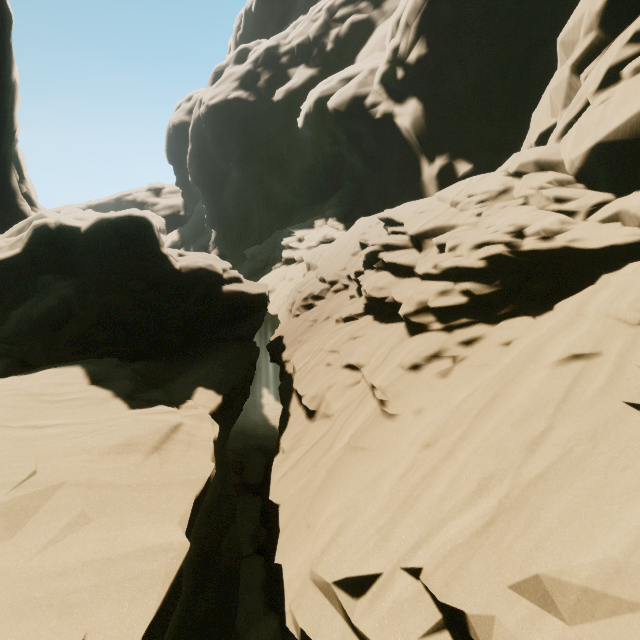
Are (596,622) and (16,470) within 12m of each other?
yes
